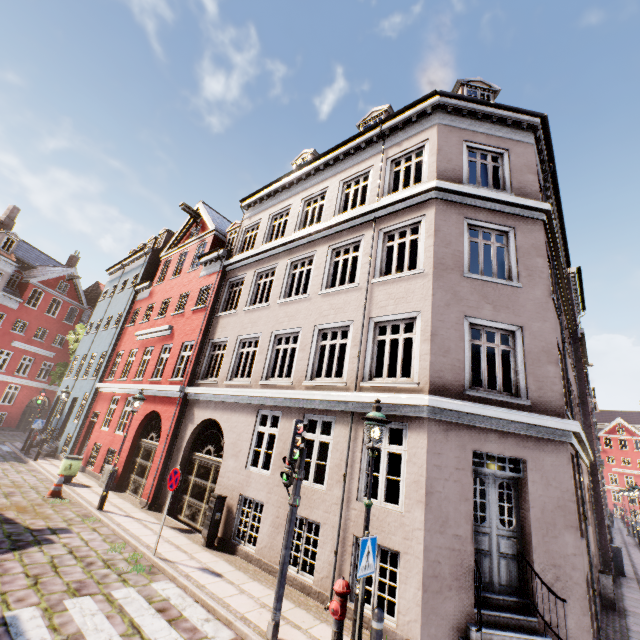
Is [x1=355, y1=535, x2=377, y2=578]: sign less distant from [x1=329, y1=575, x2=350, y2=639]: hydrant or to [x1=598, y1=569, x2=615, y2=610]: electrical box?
[x1=329, y1=575, x2=350, y2=639]: hydrant

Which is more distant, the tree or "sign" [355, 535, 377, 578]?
the tree

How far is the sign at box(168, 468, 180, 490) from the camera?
8.1 meters

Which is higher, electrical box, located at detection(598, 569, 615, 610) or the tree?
the tree

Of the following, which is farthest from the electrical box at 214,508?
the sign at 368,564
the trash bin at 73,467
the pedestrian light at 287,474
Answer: the trash bin at 73,467

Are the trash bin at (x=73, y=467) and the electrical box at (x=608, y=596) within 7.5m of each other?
no

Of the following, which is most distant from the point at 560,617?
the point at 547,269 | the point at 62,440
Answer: the point at 62,440

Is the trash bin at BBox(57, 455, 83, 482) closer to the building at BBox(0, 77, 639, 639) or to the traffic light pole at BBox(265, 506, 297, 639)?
the building at BBox(0, 77, 639, 639)
